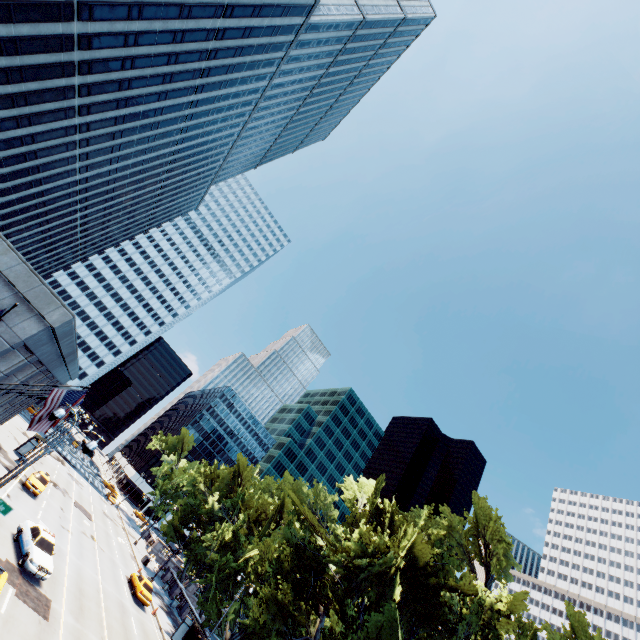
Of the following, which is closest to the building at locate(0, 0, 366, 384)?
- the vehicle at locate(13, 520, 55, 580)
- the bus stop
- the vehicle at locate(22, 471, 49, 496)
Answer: the vehicle at locate(22, 471, 49, 496)

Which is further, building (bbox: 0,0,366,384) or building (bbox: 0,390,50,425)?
building (bbox: 0,390,50,425)

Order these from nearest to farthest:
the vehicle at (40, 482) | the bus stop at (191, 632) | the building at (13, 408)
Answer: the building at (13, 408), the bus stop at (191, 632), the vehicle at (40, 482)

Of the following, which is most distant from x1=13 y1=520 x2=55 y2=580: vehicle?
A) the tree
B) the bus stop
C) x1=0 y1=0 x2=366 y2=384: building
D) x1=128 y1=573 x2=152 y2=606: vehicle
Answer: the bus stop

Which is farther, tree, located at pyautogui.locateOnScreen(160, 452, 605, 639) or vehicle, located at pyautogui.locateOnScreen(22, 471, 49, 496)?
vehicle, located at pyautogui.locateOnScreen(22, 471, 49, 496)

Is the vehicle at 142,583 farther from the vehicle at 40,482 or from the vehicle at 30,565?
the vehicle at 30,565

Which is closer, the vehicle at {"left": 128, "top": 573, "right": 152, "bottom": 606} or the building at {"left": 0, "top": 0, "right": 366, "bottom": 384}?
the building at {"left": 0, "top": 0, "right": 366, "bottom": 384}

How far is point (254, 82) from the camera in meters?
55.2 m
